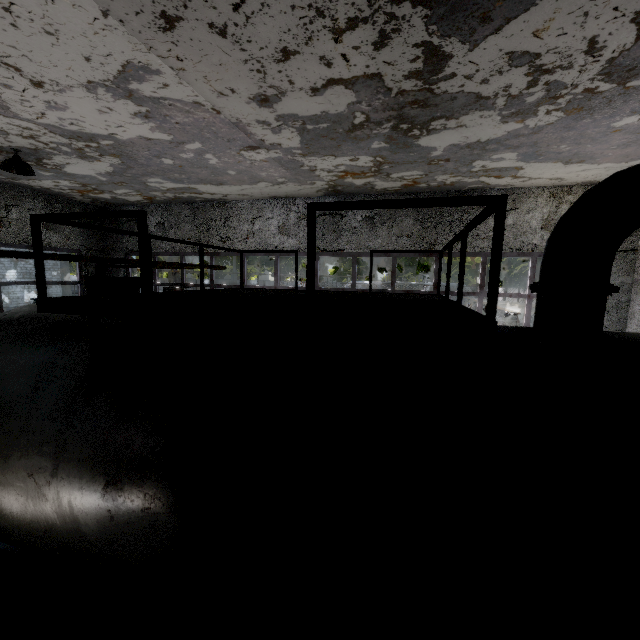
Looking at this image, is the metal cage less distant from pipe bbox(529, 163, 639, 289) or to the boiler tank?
the boiler tank

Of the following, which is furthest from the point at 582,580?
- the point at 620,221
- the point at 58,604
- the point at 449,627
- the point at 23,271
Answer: the point at 23,271

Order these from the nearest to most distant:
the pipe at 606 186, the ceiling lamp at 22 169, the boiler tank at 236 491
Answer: the boiler tank at 236 491, the pipe at 606 186, the ceiling lamp at 22 169

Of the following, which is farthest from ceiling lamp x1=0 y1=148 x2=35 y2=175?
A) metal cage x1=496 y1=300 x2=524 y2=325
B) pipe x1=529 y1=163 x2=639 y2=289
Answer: pipe x1=529 y1=163 x2=639 y2=289

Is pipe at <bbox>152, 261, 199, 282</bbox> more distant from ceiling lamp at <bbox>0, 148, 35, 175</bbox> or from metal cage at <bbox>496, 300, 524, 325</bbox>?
metal cage at <bbox>496, 300, 524, 325</bbox>

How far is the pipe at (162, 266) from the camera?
8.2m

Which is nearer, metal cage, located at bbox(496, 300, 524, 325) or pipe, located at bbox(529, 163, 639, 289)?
pipe, located at bbox(529, 163, 639, 289)

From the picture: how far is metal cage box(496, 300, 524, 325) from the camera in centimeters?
1185cm
